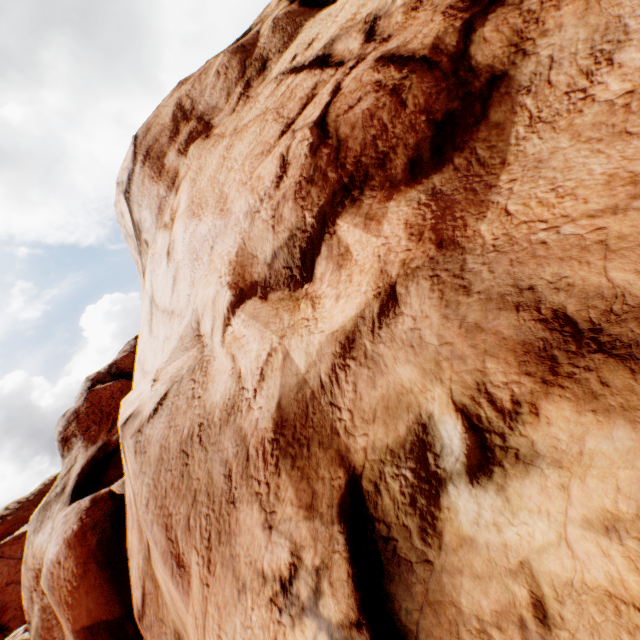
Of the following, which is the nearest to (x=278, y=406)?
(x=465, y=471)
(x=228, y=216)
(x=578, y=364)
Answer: (x=465, y=471)
